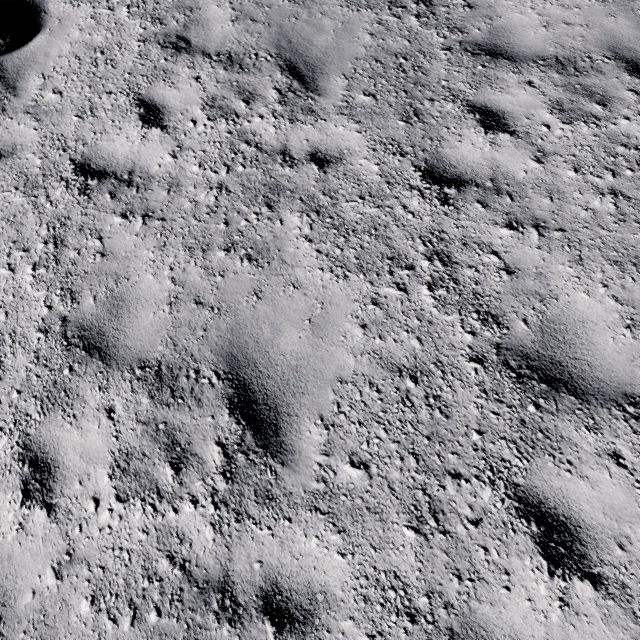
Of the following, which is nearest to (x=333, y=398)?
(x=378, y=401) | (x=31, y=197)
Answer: (x=378, y=401)
